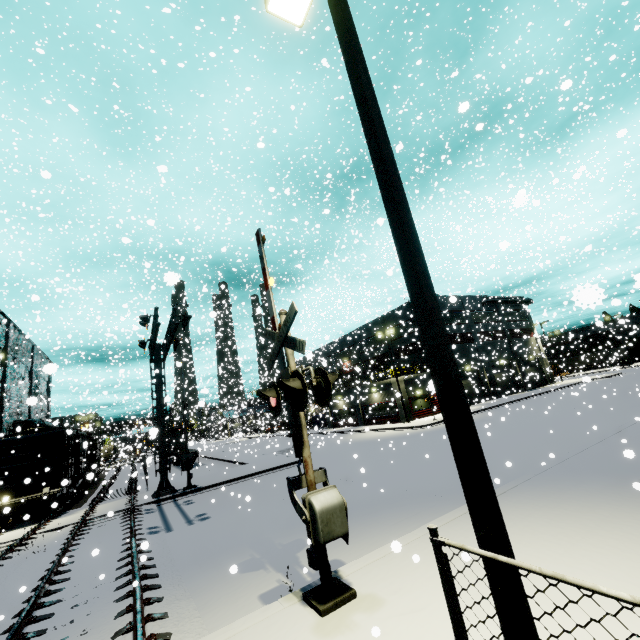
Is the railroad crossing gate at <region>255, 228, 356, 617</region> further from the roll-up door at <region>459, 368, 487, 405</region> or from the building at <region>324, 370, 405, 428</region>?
the roll-up door at <region>459, 368, 487, 405</region>

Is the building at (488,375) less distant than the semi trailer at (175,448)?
No

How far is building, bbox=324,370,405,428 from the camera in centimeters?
3484cm

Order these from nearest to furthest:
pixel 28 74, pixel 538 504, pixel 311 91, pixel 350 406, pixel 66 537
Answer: pixel 538 504 → pixel 66 537 → pixel 28 74 → pixel 311 91 → pixel 350 406

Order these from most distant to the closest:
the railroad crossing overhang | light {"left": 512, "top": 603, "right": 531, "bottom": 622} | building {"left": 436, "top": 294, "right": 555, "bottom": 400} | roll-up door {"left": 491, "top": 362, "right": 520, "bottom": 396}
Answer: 1. building {"left": 436, "top": 294, "right": 555, "bottom": 400}
2. roll-up door {"left": 491, "top": 362, "right": 520, "bottom": 396}
3. the railroad crossing overhang
4. light {"left": 512, "top": 603, "right": 531, "bottom": 622}

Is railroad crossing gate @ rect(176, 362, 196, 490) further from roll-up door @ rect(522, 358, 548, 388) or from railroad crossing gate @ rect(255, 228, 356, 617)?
roll-up door @ rect(522, 358, 548, 388)

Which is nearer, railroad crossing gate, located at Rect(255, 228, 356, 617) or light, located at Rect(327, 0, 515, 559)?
light, located at Rect(327, 0, 515, 559)

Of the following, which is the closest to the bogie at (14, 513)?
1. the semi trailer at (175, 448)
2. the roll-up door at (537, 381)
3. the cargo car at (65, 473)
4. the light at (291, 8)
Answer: the cargo car at (65, 473)
